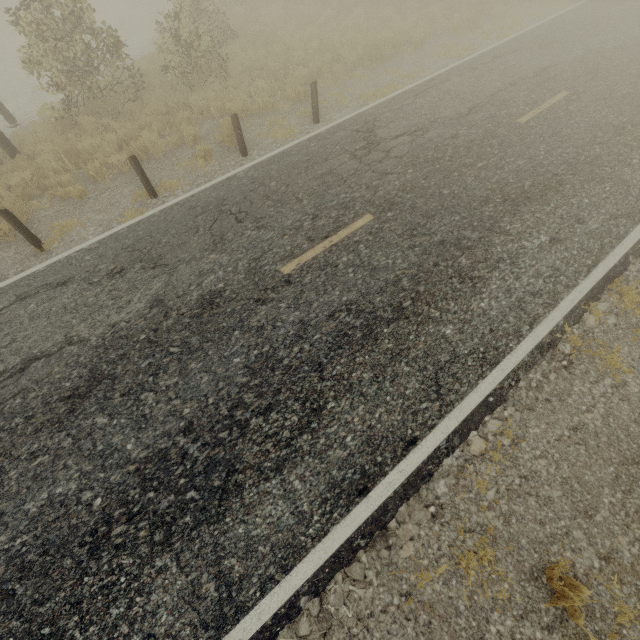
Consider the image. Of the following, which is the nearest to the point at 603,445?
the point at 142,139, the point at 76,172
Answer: the point at 142,139

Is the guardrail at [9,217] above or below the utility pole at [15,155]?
above

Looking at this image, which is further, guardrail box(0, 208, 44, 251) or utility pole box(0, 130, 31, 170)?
utility pole box(0, 130, 31, 170)

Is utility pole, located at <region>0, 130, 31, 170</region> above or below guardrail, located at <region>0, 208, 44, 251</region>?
below

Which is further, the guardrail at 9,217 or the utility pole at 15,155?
the utility pole at 15,155
